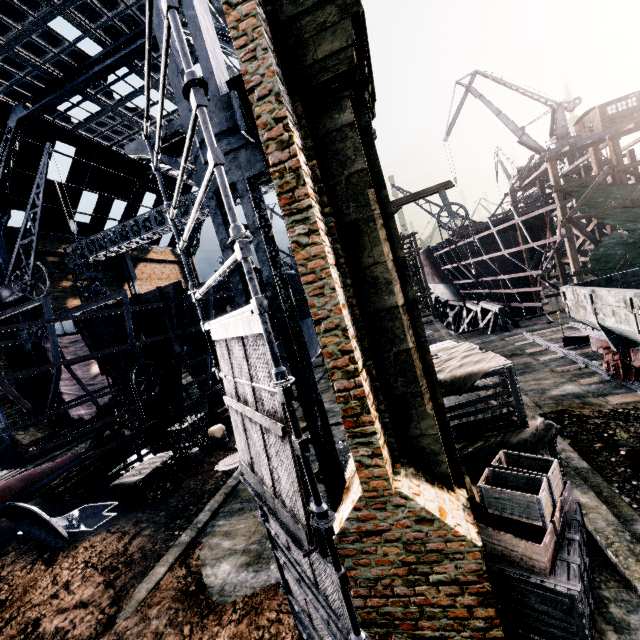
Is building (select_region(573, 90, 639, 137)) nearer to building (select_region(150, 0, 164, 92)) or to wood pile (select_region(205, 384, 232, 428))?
building (select_region(150, 0, 164, 92))

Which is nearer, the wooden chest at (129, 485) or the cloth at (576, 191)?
the wooden chest at (129, 485)

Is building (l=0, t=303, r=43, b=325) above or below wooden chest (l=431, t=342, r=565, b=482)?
above

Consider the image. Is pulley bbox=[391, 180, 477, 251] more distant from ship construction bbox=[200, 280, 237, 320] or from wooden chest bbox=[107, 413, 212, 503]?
wooden chest bbox=[107, 413, 212, 503]

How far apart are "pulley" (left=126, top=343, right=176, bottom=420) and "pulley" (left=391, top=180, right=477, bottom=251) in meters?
12.7

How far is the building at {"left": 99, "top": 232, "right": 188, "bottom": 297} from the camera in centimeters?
3575cm

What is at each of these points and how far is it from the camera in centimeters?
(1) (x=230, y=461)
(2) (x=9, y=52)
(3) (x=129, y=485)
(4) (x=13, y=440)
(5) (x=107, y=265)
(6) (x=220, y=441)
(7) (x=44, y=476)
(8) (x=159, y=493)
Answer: (1) manhole cover, 1469cm
(2) building, 1870cm
(3) wooden chest, 1302cm
(4) building, 2378cm
(5) building, 3531cm
(6) wooden barrel, 1692cm
(7) propeller, 1249cm
(8) wooden crate, 1254cm

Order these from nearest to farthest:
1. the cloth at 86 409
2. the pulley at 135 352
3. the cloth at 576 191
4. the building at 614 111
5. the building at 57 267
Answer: the pulley at 135 352, the cloth at 576 191, the cloth at 86 409, the building at 57 267, the building at 614 111
